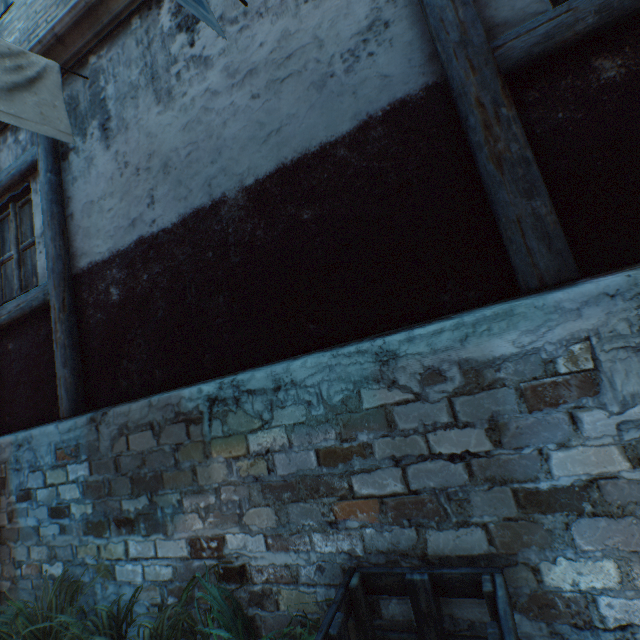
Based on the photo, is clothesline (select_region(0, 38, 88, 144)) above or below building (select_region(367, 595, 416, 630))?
above

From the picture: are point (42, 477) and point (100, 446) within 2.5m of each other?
yes

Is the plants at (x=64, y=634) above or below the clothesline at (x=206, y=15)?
below

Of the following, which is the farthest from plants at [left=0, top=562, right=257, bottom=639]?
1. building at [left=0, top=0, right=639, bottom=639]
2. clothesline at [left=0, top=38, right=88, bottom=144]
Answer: clothesline at [left=0, top=38, right=88, bottom=144]

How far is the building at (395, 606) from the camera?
1.7m

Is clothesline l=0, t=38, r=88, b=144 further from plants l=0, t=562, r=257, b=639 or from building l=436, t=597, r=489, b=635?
plants l=0, t=562, r=257, b=639

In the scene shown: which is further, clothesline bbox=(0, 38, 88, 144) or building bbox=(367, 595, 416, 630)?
clothesline bbox=(0, 38, 88, 144)

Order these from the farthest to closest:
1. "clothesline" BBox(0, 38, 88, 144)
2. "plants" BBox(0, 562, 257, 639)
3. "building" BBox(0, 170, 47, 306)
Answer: "building" BBox(0, 170, 47, 306) < "clothesline" BBox(0, 38, 88, 144) < "plants" BBox(0, 562, 257, 639)
